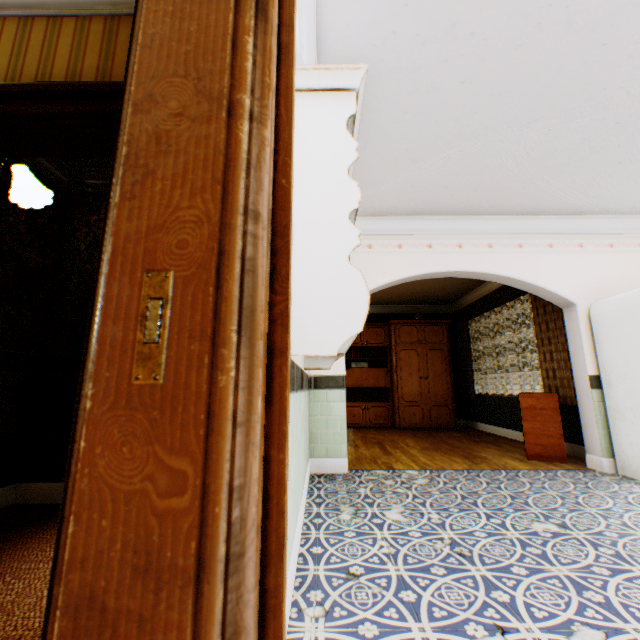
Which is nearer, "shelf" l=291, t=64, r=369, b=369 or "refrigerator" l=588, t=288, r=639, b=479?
"shelf" l=291, t=64, r=369, b=369

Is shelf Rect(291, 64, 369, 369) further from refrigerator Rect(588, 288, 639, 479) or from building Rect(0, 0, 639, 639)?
refrigerator Rect(588, 288, 639, 479)

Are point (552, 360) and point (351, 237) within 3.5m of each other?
no

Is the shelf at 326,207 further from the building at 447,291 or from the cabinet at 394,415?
the cabinet at 394,415

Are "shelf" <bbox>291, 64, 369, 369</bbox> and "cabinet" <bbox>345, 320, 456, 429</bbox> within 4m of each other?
no

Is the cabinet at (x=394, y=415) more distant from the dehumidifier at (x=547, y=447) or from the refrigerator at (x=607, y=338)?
the refrigerator at (x=607, y=338)

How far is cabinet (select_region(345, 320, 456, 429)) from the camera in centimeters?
752cm

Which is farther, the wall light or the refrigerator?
the refrigerator
